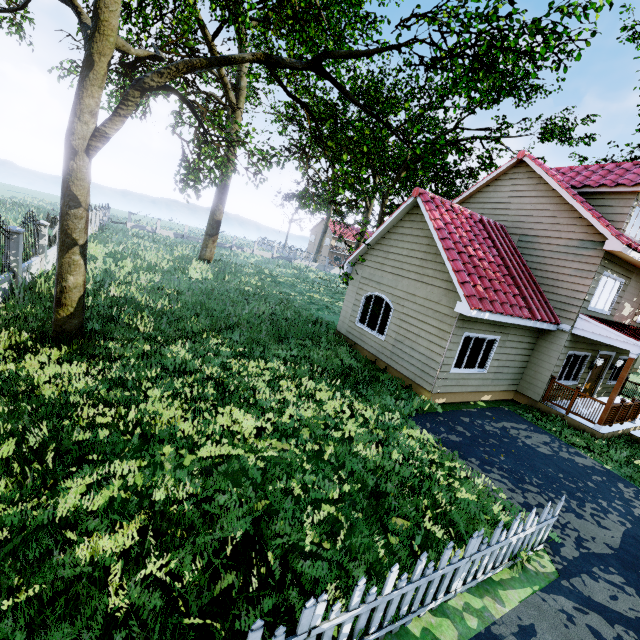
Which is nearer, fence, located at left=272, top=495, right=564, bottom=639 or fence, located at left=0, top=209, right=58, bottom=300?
fence, located at left=272, top=495, right=564, bottom=639

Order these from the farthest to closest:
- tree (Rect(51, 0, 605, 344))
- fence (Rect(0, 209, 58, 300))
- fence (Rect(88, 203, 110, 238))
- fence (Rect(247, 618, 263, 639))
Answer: fence (Rect(88, 203, 110, 238)) → fence (Rect(0, 209, 58, 300)) → tree (Rect(51, 0, 605, 344)) → fence (Rect(247, 618, 263, 639))

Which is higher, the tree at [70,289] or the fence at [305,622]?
the tree at [70,289]

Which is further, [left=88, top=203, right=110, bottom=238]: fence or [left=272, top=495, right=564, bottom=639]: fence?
[left=88, top=203, right=110, bottom=238]: fence

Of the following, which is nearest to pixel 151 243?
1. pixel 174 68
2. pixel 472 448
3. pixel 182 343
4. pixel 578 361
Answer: pixel 182 343

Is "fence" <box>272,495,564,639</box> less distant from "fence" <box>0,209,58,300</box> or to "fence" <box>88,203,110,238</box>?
"fence" <box>88,203,110,238</box>

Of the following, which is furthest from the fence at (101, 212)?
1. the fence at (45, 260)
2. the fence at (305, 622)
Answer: the fence at (45, 260)

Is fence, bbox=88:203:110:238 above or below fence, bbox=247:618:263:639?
above
